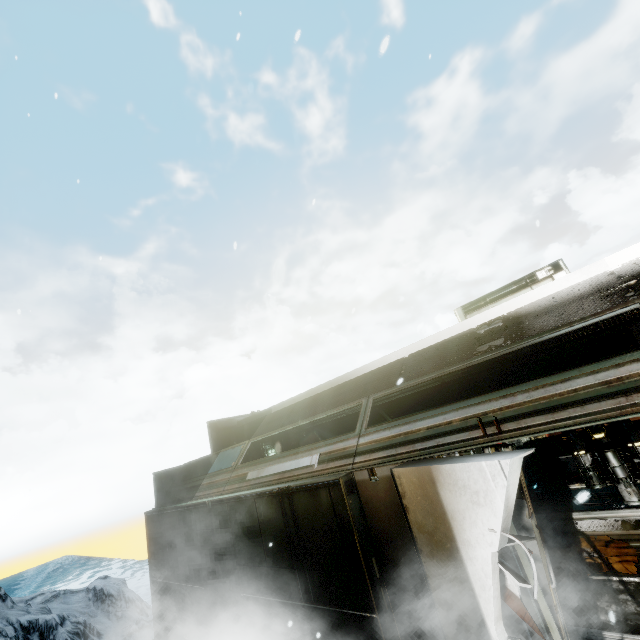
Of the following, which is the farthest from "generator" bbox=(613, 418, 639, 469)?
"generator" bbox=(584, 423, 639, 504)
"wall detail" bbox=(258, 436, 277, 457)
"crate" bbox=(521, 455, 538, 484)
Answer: "wall detail" bbox=(258, 436, 277, 457)

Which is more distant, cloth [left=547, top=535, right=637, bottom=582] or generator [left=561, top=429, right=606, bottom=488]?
generator [left=561, top=429, right=606, bottom=488]

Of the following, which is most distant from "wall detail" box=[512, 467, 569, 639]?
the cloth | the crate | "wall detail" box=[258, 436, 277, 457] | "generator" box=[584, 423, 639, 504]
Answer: the crate

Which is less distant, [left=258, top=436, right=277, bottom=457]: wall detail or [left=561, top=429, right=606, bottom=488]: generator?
[left=561, top=429, right=606, bottom=488]: generator

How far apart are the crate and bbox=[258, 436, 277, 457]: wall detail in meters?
7.5 m

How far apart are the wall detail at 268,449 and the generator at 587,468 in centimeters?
789cm

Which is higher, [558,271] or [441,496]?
[558,271]

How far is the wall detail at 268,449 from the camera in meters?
11.1 m
